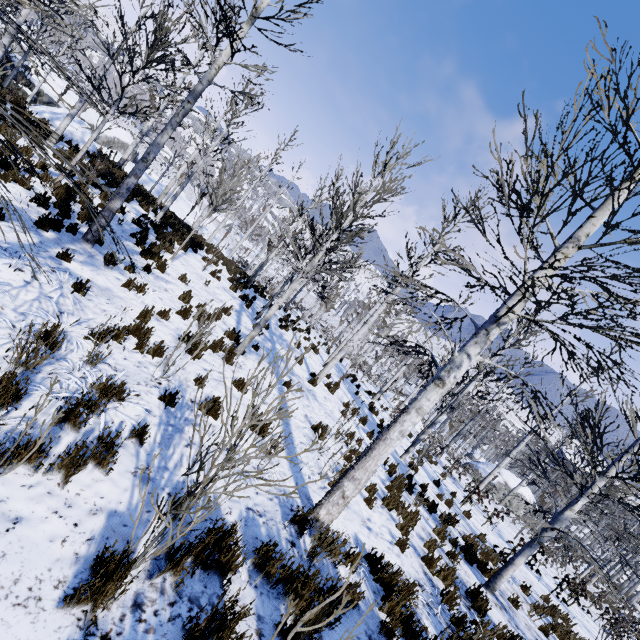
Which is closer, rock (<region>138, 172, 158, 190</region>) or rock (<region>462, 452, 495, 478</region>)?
rock (<region>138, 172, 158, 190</region>)

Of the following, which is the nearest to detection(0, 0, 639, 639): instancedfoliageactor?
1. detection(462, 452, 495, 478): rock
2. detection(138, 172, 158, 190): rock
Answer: detection(138, 172, 158, 190): rock

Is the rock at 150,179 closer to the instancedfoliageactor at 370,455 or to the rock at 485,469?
the instancedfoliageactor at 370,455

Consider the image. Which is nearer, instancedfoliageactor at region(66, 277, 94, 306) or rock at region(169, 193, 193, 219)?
instancedfoliageactor at region(66, 277, 94, 306)

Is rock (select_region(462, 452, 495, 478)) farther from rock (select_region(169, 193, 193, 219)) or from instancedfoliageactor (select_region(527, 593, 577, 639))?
rock (select_region(169, 193, 193, 219))

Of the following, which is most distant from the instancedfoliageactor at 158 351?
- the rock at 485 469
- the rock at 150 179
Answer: the rock at 485 469

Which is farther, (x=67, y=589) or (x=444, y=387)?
(x=444, y=387)
